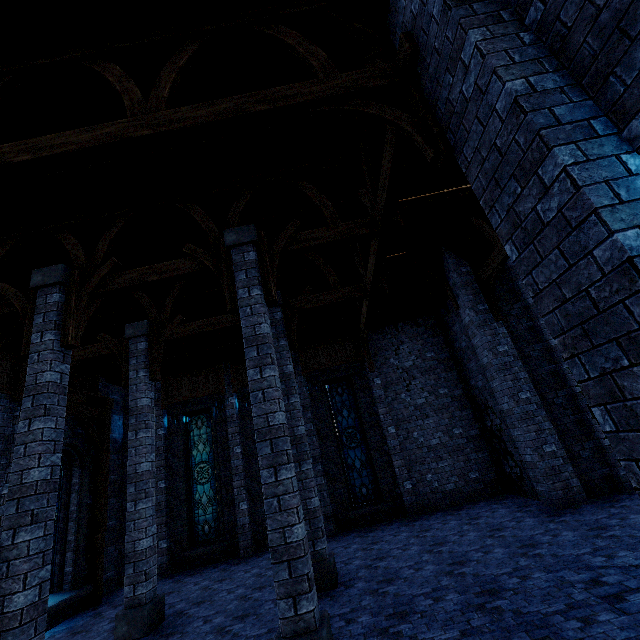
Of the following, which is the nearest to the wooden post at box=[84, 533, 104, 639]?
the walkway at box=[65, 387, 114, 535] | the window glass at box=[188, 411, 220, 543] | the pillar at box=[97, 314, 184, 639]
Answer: the walkway at box=[65, 387, 114, 535]

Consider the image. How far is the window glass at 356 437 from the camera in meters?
12.1 m

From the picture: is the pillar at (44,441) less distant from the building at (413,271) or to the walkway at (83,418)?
the building at (413,271)

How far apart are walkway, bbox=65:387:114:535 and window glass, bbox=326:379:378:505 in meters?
8.2 m

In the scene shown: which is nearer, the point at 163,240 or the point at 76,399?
the point at 163,240

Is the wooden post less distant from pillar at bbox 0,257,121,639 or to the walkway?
the walkway

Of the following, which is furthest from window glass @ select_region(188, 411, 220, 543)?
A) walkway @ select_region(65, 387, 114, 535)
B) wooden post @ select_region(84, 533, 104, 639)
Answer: walkway @ select_region(65, 387, 114, 535)

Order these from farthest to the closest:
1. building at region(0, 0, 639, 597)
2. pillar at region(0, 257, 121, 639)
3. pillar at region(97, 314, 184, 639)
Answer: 1. pillar at region(97, 314, 184, 639)
2. pillar at region(0, 257, 121, 639)
3. building at region(0, 0, 639, 597)
